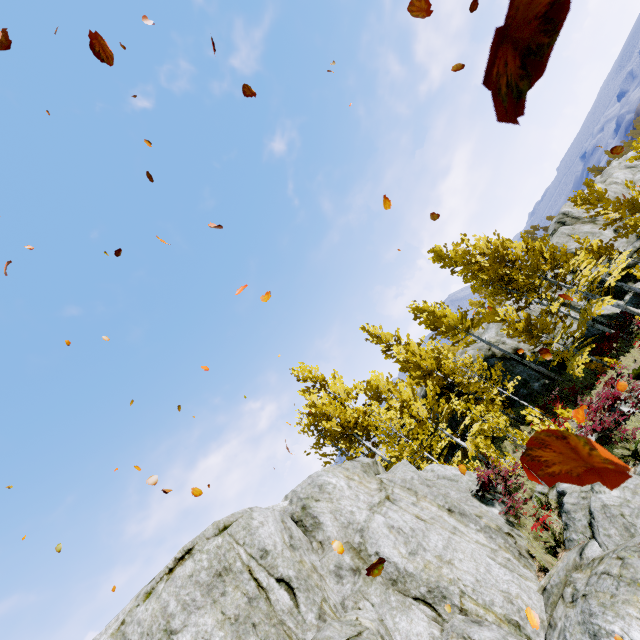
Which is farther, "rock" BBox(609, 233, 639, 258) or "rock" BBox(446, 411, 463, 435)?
"rock" BBox(446, 411, 463, 435)

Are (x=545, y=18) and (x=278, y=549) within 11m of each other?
yes

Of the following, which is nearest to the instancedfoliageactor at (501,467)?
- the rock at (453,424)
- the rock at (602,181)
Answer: the rock at (602,181)

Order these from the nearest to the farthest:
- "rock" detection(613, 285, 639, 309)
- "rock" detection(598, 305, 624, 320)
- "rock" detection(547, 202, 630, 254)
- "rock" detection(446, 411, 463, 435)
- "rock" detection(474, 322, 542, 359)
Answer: "rock" detection(613, 285, 639, 309) < "rock" detection(598, 305, 624, 320) < "rock" detection(446, 411, 463, 435) < "rock" detection(474, 322, 542, 359) < "rock" detection(547, 202, 630, 254)

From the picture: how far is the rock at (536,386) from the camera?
19.67m

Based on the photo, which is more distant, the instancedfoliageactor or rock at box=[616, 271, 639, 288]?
rock at box=[616, 271, 639, 288]

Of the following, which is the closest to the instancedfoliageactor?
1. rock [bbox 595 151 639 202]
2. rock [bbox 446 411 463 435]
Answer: rock [bbox 595 151 639 202]

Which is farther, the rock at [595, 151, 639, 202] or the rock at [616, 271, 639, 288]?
the rock at [595, 151, 639, 202]
